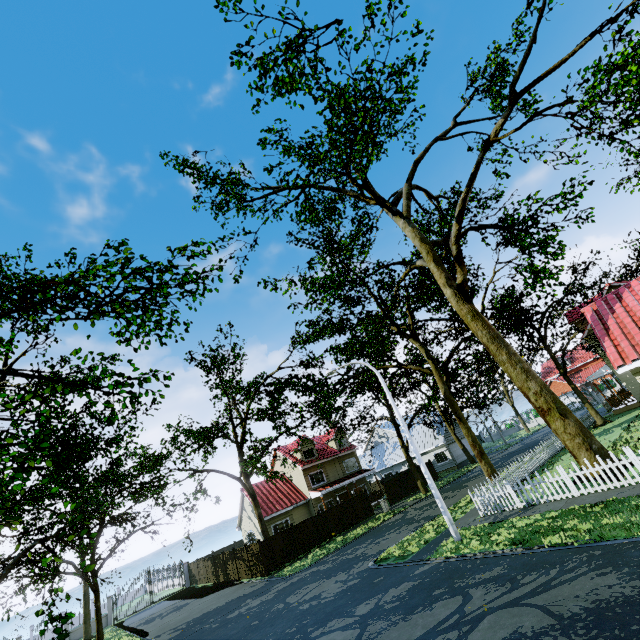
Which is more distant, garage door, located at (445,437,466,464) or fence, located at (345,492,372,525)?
garage door, located at (445,437,466,464)

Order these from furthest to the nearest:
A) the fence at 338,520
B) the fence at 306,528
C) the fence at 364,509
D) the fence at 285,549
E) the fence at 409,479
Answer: the fence at 409,479
the fence at 364,509
the fence at 338,520
the fence at 306,528
the fence at 285,549

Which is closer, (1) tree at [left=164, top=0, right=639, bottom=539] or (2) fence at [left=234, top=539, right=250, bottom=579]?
(1) tree at [left=164, top=0, right=639, bottom=539]

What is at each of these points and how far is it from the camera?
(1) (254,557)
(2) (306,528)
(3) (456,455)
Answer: (1) fence, 24.4m
(2) fence, 26.0m
(3) garage door, 40.7m

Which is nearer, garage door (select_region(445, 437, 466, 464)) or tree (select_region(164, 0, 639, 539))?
tree (select_region(164, 0, 639, 539))

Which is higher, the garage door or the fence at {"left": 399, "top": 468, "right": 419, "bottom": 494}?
the fence at {"left": 399, "top": 468, "right": 419, "bottom": 494}

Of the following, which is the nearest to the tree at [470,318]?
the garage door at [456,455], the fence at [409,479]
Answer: the fence at [409,479]

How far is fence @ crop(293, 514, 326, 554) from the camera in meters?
25.2 m
